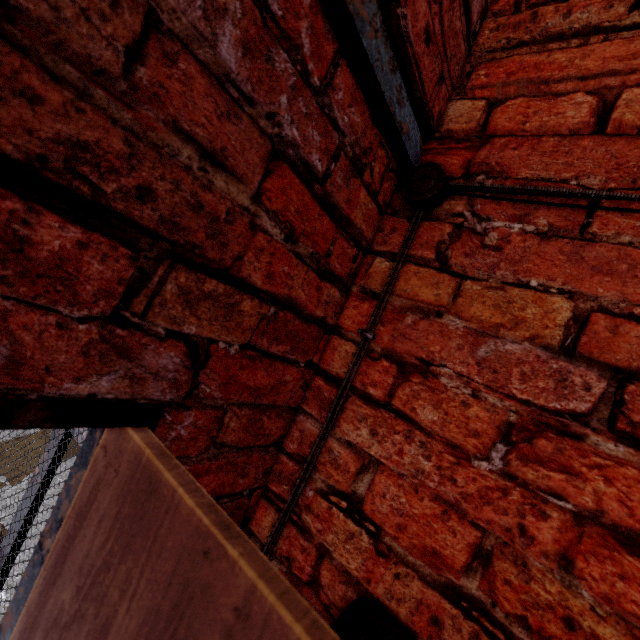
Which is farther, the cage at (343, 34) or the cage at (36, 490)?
the cage at (36, 490)

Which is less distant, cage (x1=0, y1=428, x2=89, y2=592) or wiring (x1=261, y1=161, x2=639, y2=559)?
wiring (x1=261, y1=161, x2=639, y2=559)

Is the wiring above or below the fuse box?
above

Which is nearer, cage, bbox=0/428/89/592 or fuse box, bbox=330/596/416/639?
fuse box, bbox=330/596/416/639

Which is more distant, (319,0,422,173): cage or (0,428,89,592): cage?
(0,428,89,592): cage

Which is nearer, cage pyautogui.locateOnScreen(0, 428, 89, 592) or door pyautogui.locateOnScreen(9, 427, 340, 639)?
door pyautogui.locateOnScreen(9, 427, 340, 639)

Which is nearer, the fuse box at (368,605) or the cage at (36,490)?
the fuse box at (368,605)

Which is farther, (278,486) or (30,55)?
(278,486)
